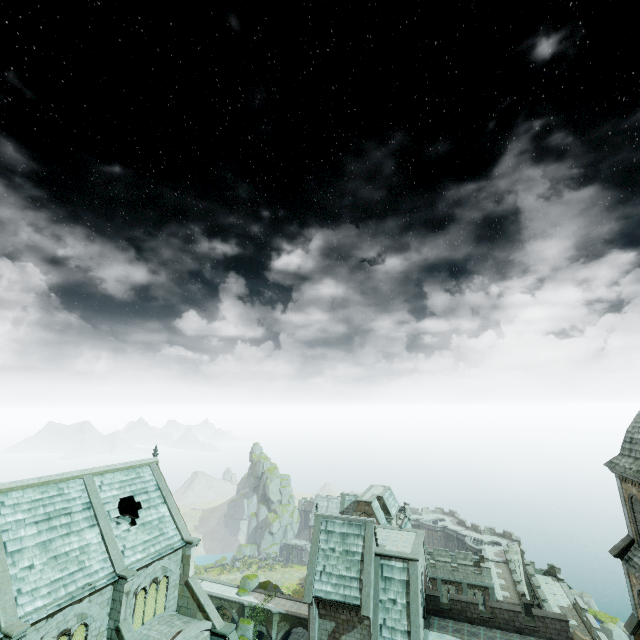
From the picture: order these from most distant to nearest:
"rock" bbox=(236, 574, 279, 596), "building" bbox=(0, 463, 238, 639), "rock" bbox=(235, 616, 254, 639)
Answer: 1. "rock" bbox=(236, 574, 279, 596)
2. "rock" bbox=(235, 616, 254, 639)
3. "building" bbox=(0, 463, 238, 639)

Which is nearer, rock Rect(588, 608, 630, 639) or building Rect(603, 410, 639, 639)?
building Rect(603, 410, 639, 639)

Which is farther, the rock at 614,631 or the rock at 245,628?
the rock at 245,628

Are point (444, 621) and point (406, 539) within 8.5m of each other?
yes

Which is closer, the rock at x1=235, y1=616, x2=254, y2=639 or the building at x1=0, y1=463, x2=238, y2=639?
the building at x1=0, y1=463, x2=238, y2=639

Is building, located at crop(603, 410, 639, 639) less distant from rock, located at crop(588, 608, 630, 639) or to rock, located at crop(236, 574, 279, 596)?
rock, located at crop(236, 574, 279, 596)

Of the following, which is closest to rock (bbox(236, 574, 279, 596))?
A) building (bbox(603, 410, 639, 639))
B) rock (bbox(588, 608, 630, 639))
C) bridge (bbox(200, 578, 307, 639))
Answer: bridge (bbox(200, 578, 307, 639))

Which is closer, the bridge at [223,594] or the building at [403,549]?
the building at [403,549]
